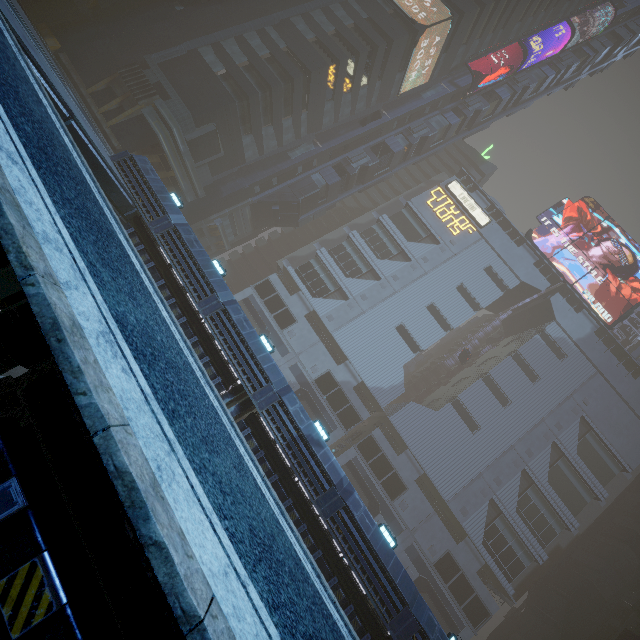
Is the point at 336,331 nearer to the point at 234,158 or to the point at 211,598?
the point at 234,158

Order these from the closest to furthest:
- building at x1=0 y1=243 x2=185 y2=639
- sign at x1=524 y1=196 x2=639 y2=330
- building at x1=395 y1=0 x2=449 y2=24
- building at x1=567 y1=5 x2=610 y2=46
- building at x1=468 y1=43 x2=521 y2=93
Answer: building at x1=0 y1=243 x2=185 y2=639 < building at x1=395 y1=0 x2=449 y2=24 < sign at x1=524 y1=196 x2=639 y2=330 < building at x1=468 y1=43 x2=521 y2=93 < building at x1=567 y1=5 x2=610 y2=46

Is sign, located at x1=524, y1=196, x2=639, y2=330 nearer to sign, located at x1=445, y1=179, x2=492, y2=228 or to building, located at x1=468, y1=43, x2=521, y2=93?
building, located at x1=468, y1=43, x2=521, y2=93

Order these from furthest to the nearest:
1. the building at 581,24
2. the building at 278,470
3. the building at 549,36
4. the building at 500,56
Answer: the building at 581,24, the building at 549,36, the building at 500,56, the building at 278,470

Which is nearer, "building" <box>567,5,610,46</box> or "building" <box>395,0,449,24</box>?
"building" <box>395,0,449,24</box>

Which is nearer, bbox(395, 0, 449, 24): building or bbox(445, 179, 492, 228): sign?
bbox(395, 0, 449, 24): building

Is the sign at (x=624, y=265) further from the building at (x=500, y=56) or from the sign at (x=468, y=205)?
the sign at (x=468, y=205)
